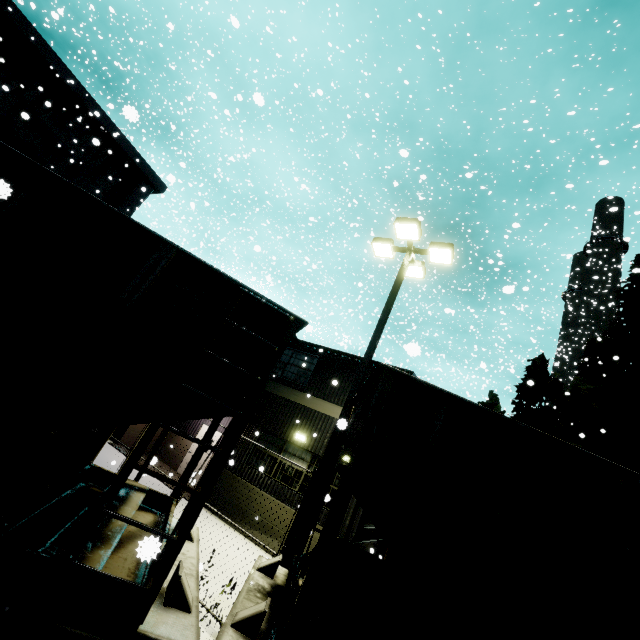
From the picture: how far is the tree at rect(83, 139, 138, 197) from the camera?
20.22m

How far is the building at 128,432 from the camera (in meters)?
15.77

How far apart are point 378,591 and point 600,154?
36.6m

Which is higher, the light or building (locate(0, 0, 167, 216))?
building (locate(0, 0, 167, 216))

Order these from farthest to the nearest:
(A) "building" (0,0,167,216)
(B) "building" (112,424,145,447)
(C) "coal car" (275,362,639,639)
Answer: (A) "building" (0,0,167,216) < (B) "building" (112,424,145,447) < (C) "coal car" (275,362,639,639)

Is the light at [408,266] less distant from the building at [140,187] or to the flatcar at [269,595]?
the flatcar at [269,595]

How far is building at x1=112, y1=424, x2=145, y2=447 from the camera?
15.8m
